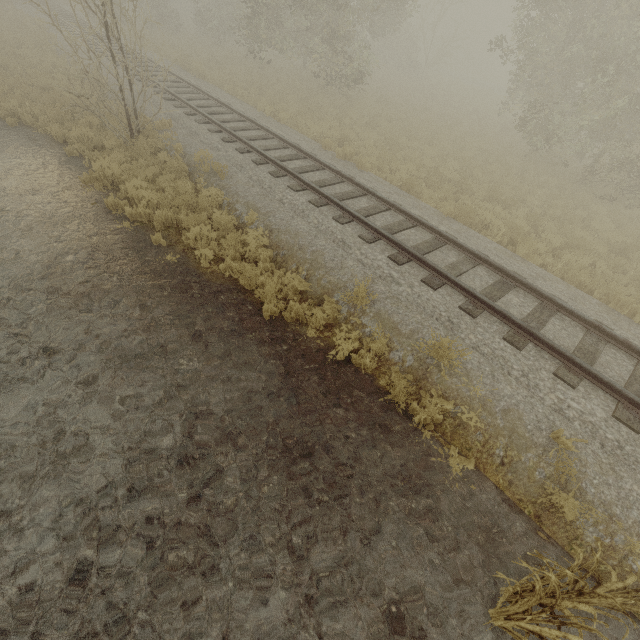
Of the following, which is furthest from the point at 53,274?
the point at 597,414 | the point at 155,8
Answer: the point at 155,8
